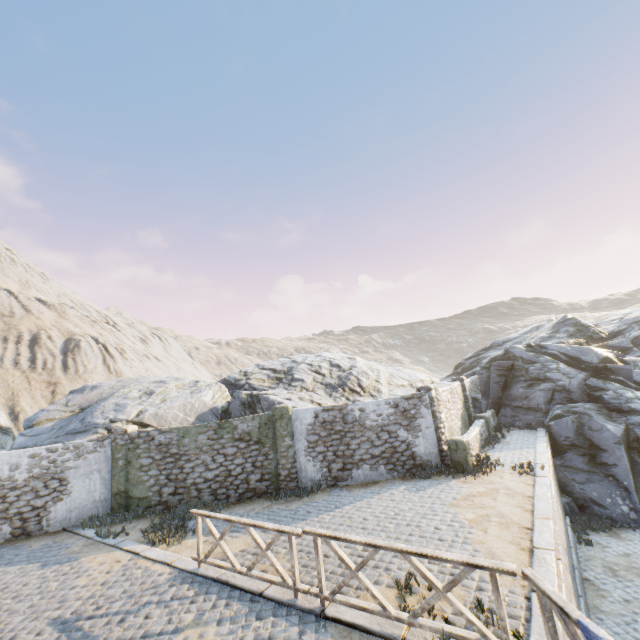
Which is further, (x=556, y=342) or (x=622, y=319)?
(x=622, y=319)

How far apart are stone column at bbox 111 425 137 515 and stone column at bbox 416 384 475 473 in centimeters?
1138cm

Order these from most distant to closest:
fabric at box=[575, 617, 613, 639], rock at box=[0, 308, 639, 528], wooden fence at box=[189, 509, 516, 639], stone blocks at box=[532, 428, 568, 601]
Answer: rock at box=[0, 308, 639, 528] → stone blocks at box=[532, 428, 568, 601] → wooden fence at box=[189, 509, 516, 639] → fabric at box=[575, 617, 613, 639]

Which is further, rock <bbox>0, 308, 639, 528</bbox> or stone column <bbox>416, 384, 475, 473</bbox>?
rock <bbox>0, 308, 639, 528</bbox>

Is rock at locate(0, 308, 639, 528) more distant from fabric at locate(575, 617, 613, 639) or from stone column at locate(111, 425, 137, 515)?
fabric at locate(575, 617, 613, 639)

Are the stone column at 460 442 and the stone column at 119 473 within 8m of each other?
no

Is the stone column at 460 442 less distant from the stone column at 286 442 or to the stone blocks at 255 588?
the stone blocks at 255 588

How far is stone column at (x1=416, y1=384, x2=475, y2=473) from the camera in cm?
1172
